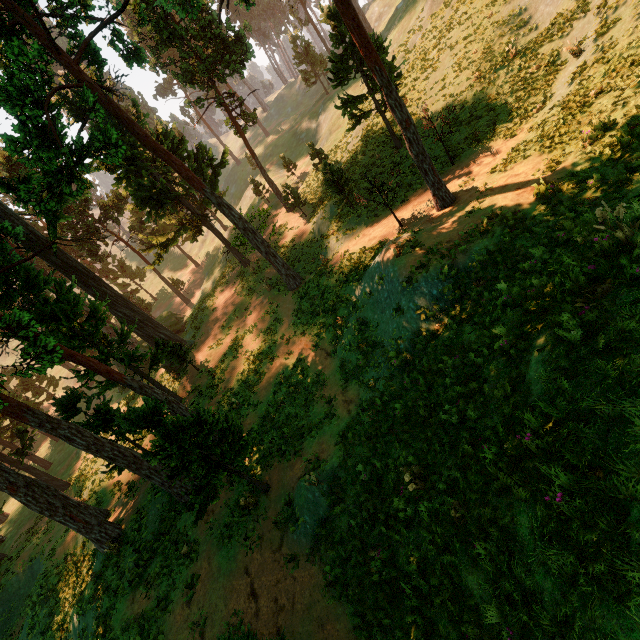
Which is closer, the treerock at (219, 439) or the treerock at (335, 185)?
the treerock at (219, 439)

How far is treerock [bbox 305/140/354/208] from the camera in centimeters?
2045cm

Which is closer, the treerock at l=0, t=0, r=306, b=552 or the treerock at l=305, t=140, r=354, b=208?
the treerock at l=0, t=0, r=306, b=552

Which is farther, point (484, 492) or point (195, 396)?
point (195, 396)

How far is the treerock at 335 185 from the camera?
20.45m
